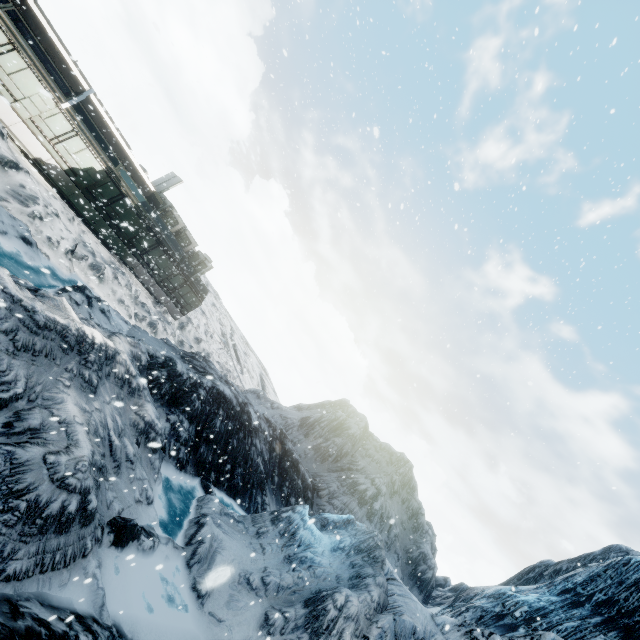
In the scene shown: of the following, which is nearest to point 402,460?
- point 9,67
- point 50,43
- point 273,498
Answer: point 273,498
